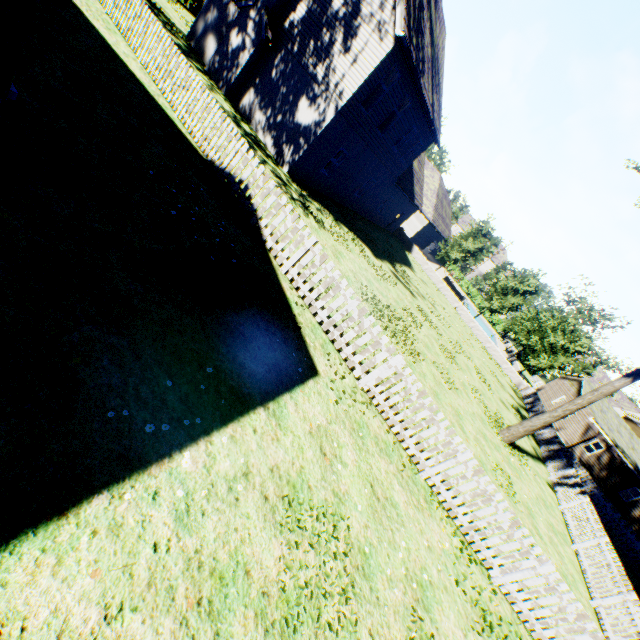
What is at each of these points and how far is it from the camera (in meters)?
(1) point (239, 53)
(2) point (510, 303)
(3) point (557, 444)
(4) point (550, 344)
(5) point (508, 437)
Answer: (1) chimney, 15.27
(2) tree, 31.92
(3) fence, 19.28
(4) tree, 31.95
(5) plant, 14.63

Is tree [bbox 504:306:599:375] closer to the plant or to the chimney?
the plant

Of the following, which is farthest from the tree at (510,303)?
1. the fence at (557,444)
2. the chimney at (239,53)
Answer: the chimney at (239,53)

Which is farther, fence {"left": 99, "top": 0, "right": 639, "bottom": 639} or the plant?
the plant

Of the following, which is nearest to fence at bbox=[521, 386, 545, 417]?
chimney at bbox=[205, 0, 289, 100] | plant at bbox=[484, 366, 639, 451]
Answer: plant at bbox=[484, 366, 639, 451]

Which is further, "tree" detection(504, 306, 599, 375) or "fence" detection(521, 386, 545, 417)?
"tree" detection(504, 306, 599, 375)

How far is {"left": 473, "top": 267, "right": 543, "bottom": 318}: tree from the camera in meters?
30.9

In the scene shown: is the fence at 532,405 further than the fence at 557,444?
Yes
